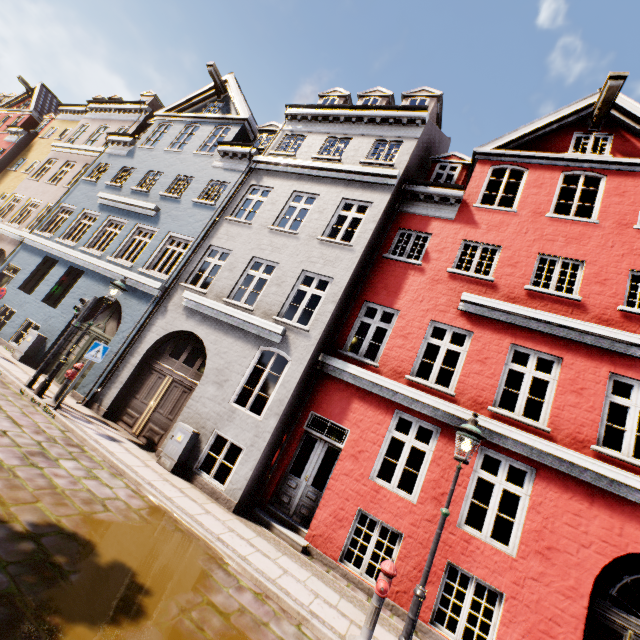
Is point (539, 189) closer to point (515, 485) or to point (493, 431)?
point (493, 431)

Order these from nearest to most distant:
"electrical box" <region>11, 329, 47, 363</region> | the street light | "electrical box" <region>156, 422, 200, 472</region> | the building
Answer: the street light, the building, "electrical box" <region>156, 422, 200, 472</region>, "electrical box" <region>11, 329, 47, 363</region>

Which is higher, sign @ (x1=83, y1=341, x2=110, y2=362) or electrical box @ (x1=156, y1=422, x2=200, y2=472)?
sign @ (x1=83, y1=341, x2=110, y2=362)

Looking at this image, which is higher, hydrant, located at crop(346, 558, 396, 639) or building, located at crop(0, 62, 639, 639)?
building, located at crop(0, 62, 639, 639)

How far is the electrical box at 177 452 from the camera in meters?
8.0 m

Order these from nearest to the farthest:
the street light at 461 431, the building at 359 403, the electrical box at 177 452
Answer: the street light at 461 431, the building at 359 403, the electrical box at 177 452

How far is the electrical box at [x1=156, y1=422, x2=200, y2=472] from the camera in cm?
798

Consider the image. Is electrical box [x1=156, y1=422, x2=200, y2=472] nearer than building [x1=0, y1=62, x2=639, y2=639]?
No
